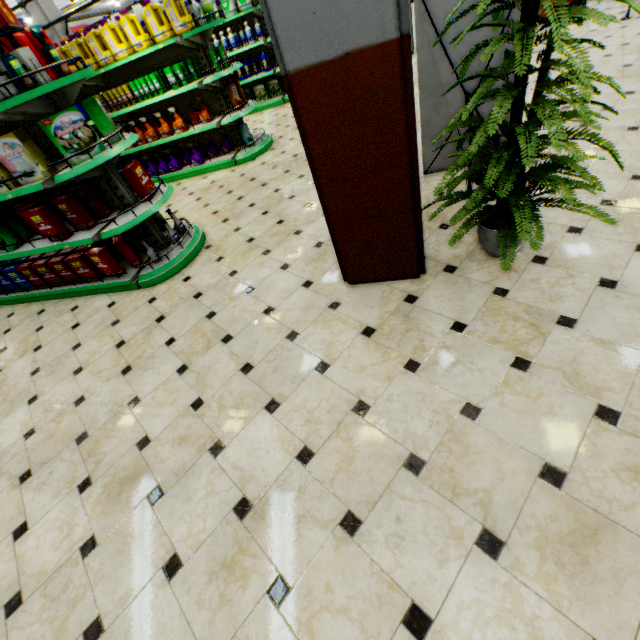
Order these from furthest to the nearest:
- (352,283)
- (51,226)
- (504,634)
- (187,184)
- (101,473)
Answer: (187,184) < (51,226) < (352,283) < (101,473) < (504,634)

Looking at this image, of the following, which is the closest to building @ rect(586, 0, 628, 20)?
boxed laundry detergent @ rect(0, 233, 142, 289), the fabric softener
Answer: boxed laundry detergent @ rect(0, 233, 142, 289)

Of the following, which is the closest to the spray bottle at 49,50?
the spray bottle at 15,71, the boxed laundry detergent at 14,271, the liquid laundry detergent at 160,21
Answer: the spray bottle at 15,71

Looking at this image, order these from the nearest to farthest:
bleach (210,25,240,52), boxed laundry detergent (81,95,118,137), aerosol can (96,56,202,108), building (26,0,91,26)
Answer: boxed laundry detergent (81,95,118,137) → aerosol can (96,56,202,108) → bleach (210,25,240,52) → building (26,0,91,26)

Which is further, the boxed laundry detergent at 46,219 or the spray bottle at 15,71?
the boxed laundry detergent at 46,219

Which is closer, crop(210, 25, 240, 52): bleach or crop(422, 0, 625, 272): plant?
crop(422, 0, 625, 272): plant

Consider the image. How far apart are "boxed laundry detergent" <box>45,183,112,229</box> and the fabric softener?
3.6 meters

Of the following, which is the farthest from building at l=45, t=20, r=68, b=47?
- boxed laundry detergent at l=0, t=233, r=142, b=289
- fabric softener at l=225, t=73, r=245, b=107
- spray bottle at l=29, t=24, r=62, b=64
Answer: spray bottle at l=29, t=24, r=62, b=64
